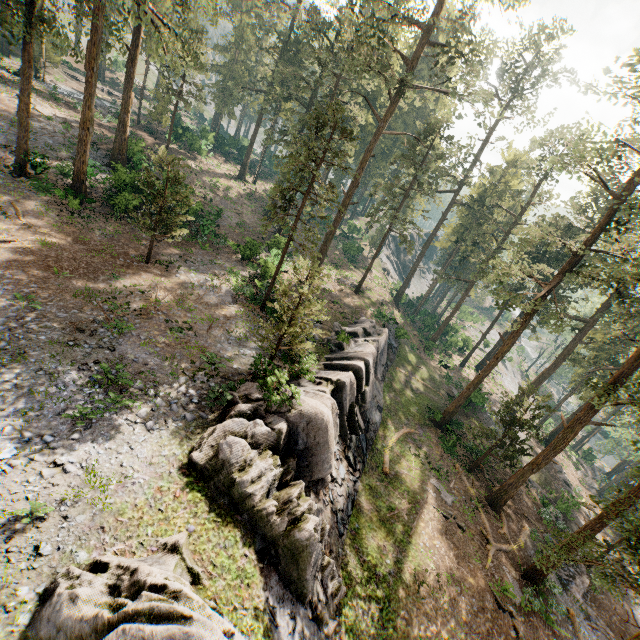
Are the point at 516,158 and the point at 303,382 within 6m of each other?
no

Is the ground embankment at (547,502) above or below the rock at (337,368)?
below

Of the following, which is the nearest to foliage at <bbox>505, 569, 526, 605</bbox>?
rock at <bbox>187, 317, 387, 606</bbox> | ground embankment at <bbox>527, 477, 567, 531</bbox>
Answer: ground embankment at <bbox>527, 477, 567, 531</bbox>

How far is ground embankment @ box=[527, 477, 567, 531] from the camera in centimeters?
2549cm

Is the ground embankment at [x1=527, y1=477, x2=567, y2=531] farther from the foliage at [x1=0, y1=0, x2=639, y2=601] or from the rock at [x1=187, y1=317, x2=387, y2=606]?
the rock at [x1=187, y1=317, x2=387, y2=606]

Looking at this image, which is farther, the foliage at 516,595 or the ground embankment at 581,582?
the ground embankment at 581,582

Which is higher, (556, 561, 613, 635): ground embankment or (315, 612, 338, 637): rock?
(315, 612, 338, 637): rock

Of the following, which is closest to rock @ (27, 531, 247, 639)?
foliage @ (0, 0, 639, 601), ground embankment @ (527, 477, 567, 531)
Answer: foliage @ (0, 0, 639, 601)
